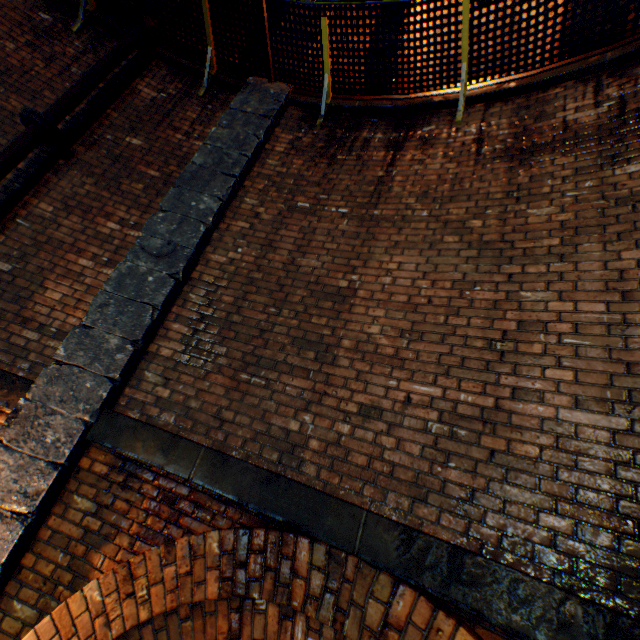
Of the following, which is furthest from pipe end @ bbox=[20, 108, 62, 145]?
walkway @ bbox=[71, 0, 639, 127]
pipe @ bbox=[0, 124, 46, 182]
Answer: walkway @ bbox=[71, 0, 639, 127]

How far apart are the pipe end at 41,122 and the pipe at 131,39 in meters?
0.1 m

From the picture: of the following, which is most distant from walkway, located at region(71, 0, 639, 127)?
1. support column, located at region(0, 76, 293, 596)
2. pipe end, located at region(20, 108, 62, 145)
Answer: pipe end, located at region(20, 108, 62, 145)

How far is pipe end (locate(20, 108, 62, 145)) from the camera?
3.5m

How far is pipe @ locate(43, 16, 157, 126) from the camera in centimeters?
376cm

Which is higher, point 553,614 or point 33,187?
point 33,187

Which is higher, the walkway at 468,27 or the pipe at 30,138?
the walkway at 468,27

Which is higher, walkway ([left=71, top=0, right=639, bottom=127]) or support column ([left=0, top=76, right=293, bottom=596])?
walkway ([left=71, top=0, right=639, bottom=127])
